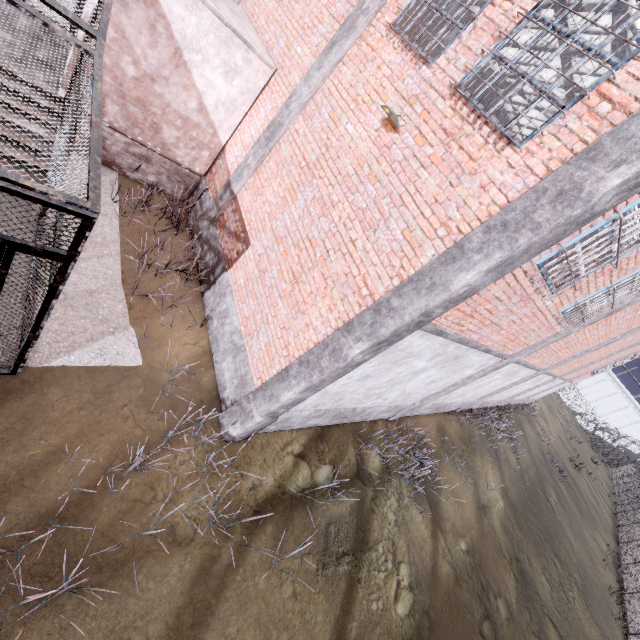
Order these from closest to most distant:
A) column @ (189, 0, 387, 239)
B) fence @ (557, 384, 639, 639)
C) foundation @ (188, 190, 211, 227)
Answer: column @ (189, 0, 387, 239) → foundation @ (188, 190, 211, 227) → fence @ (557, 384, 639, 639)

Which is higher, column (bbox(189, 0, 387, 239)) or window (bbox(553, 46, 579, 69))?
window (bbox(553, 46, 579, 69))

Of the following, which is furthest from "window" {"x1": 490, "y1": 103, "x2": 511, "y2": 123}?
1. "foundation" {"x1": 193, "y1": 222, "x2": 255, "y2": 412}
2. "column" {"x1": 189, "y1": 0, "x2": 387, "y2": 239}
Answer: "foundation" {"x1": 193, "y1": 222, "x2": 255, "y2": 412}

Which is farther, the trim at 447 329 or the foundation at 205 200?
the foundation at 205 200

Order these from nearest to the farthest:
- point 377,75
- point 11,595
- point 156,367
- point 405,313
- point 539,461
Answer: point 11,595 → point 405,313 → point 377,75 → point 156,367 → point 539,461

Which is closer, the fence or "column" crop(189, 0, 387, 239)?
"column" crop(189, 0, 387, 239)

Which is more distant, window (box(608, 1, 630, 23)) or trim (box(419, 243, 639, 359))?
window (box(608, 1, 630, 23))

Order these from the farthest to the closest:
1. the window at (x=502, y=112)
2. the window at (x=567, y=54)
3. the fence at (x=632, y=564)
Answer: the fence at (x=632, y=564), the window at (x=567, y=54), the window at (x=502, y=112)
